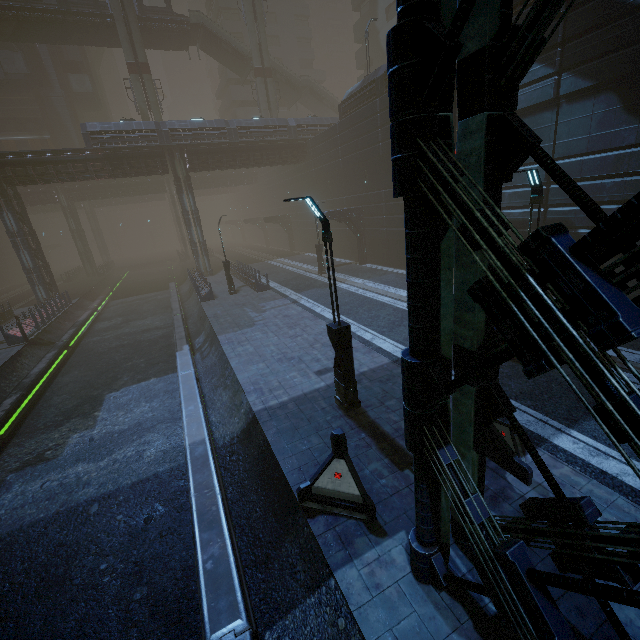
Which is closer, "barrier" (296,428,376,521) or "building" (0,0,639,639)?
"building" (0,0,639,639)

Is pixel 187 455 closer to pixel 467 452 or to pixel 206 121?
pixel 467 452

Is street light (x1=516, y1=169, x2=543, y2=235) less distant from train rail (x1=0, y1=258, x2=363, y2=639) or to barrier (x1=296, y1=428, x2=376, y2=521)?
barrier (x1=296, y1=428, x2=376, y2=521)

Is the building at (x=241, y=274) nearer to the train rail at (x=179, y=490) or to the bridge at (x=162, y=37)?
the train rail at (x=179, y=490)

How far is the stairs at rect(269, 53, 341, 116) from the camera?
42.3m

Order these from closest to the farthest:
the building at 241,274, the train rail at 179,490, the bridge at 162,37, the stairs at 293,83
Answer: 1. the train rail at 179,490
2. the building at 241,274
3. the bridge at 162,37
4. the stairs at 293,83

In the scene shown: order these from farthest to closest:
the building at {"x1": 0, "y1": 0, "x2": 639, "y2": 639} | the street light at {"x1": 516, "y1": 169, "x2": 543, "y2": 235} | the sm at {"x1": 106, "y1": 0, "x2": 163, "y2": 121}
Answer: the sm at {"x1": 106, "y1": 0, "x2": 163, "y2": 121} → the street light at {"x1": 516, "y1": 169, "x2": 543, "y2": 235} → the building at {"x1": 0, "y1": 0, "x2": 639, "y2": 639}

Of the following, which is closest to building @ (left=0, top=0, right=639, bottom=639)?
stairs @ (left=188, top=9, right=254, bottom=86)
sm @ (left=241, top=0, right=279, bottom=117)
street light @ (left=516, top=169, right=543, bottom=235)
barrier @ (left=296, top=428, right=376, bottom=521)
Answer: barrier @ (left=296, top=428, right=376, bottom=521)
